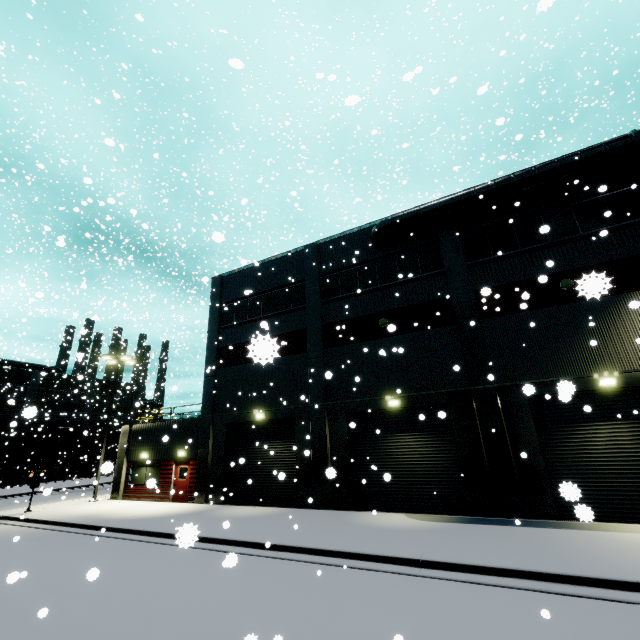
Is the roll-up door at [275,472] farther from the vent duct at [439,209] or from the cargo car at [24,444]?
the vent duct at [439,209]

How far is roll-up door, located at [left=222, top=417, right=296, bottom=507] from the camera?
17.0 meters

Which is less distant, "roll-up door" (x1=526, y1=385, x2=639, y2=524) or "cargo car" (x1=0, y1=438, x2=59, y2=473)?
"roll-up door" (x1=526, y1=385, x2=639, y2=524)

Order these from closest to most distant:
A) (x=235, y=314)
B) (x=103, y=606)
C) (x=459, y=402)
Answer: (x=103, y=606)
(x=459, y=402)
(x=235, y=314)

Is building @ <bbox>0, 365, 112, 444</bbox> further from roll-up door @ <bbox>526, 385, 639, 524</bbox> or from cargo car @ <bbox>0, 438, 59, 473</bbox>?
cargo car @ <bbox>0, 438, 59, 473</bbox>

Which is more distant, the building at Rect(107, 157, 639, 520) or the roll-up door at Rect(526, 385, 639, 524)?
the building at Rect(107, 157, 639, 520)

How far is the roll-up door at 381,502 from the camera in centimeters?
1366cm

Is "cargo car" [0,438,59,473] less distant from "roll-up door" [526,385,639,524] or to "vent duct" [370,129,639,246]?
"roll-up door" [526,385,639,524]
